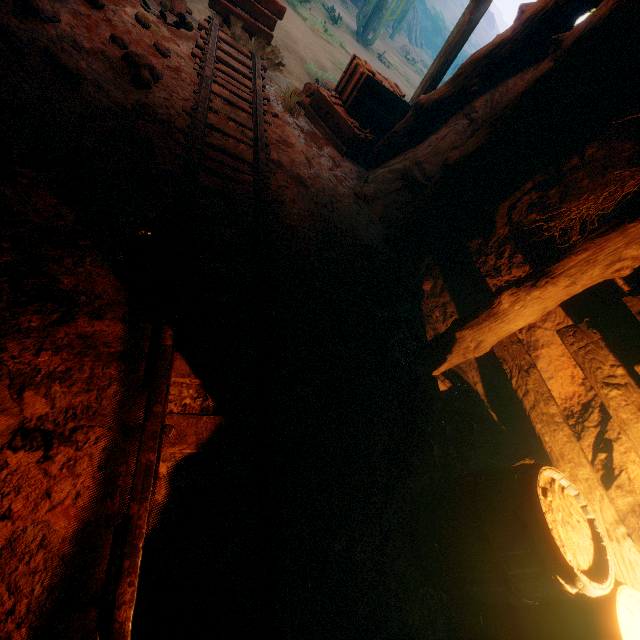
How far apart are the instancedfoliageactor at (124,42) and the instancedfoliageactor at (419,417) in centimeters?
418cm

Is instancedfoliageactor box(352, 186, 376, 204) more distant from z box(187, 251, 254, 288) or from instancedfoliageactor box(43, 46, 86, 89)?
instancedfoliageactor box(43, 46, 86, 89)

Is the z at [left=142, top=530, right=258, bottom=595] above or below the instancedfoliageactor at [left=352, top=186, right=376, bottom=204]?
below

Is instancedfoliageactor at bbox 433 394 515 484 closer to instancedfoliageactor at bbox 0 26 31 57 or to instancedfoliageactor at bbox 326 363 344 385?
instancedfoliageactor at bbox 326 363 344 385

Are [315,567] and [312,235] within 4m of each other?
yes

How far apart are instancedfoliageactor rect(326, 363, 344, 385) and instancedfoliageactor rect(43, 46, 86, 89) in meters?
3.4

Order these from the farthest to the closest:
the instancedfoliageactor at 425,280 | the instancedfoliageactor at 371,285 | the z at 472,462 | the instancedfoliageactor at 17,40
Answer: the instancedfoliageactor at 425,280 → the instancedfoliageactor at 371,285 → the z at 472,462 → the instancedfoliageactor at 17,40

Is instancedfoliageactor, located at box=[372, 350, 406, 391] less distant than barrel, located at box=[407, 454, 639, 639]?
No
